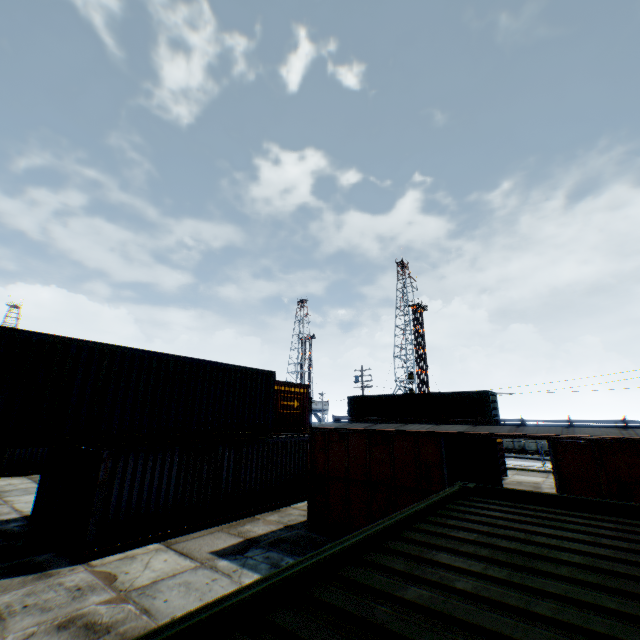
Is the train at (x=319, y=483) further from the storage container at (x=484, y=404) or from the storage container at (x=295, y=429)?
the storage container at (x=484, y=404)

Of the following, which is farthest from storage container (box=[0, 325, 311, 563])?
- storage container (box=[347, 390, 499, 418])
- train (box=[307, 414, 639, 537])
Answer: storage container (box=[347, 390, 499, 418])

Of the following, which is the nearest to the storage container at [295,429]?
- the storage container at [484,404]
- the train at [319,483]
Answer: the train at [319,483]

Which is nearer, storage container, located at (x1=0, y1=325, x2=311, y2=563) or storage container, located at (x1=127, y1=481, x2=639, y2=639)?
storage container, located at (x1=127, y1=481, x2=639, y2=639)

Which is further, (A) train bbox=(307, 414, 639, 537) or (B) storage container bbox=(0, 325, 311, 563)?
(B) storage container bbox=(0, 325, 311, 563)

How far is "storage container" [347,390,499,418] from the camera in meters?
23.3 m

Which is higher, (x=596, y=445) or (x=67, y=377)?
(x=67, y=377)

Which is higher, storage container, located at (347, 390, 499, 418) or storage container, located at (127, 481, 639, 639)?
storage container, located at (347, 390, 499, 418)
